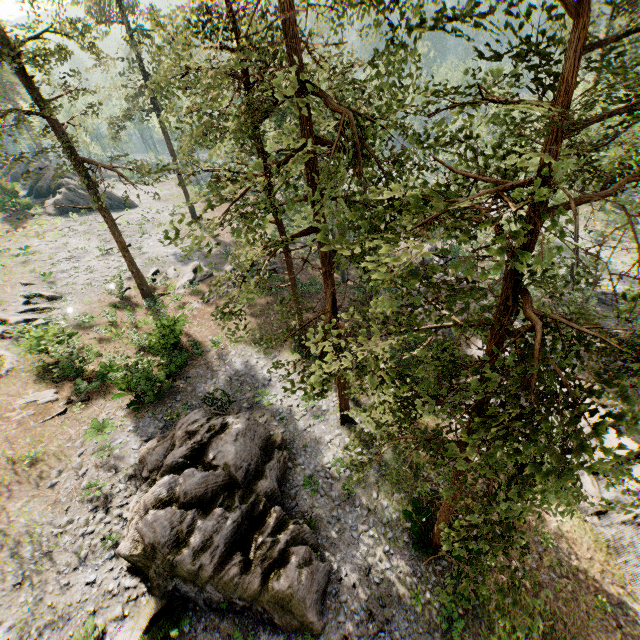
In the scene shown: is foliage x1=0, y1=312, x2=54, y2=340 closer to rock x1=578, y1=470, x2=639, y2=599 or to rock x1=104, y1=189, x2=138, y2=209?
rock x1=104, y1=189, x2=138, y2=209

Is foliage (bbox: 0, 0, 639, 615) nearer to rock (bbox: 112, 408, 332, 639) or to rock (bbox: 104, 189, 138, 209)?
rock (bbox: 104, 189, 138, 209)

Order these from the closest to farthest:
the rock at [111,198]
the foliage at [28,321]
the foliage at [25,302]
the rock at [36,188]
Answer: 1. the foliage at [28,321]
2. the foliage at [25,302]
3. the rock at [36,188]
4. the rock at [111,198]

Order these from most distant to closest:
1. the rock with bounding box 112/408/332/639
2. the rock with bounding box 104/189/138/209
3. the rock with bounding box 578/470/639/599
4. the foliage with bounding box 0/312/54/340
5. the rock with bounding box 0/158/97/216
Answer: the rock with bounding box 104/189/138/209
the rock with bounding box 0/158/97/216
the foliage with bounding box 0/312/54/340
the rock with bounding box 578/470/639/599
the rock with bounding box 112/408/332/639

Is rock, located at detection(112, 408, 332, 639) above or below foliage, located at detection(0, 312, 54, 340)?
below

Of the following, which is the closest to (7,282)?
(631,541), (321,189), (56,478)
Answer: (56,478)

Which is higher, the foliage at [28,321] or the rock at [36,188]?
the rock at [36,188]
